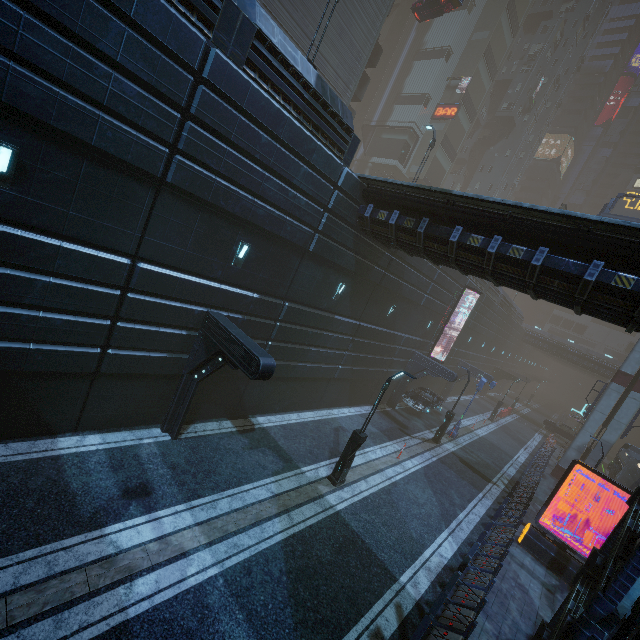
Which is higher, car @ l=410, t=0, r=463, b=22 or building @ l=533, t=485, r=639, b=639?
car @ l=410, t=0, r=463, b=22

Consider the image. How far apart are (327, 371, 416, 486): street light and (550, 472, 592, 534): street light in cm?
1300

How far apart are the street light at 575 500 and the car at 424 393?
9.34m

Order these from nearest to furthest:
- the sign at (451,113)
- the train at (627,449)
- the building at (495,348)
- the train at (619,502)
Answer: the building at (495,348)
the train at (619,502)
the train at (627,449)
the sign at (451,113)

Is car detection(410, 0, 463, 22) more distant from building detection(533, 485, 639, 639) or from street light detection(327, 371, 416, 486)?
street light detection(327, 371, 416, 486)

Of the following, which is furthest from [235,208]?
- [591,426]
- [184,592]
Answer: [591,426]

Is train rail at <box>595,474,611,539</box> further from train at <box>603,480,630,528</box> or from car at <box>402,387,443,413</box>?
car at <box>402,387,443,413</box>

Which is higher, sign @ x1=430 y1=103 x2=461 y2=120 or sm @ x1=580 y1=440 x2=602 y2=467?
sign @ x1=430 y1=103 x2=461 y2=120
